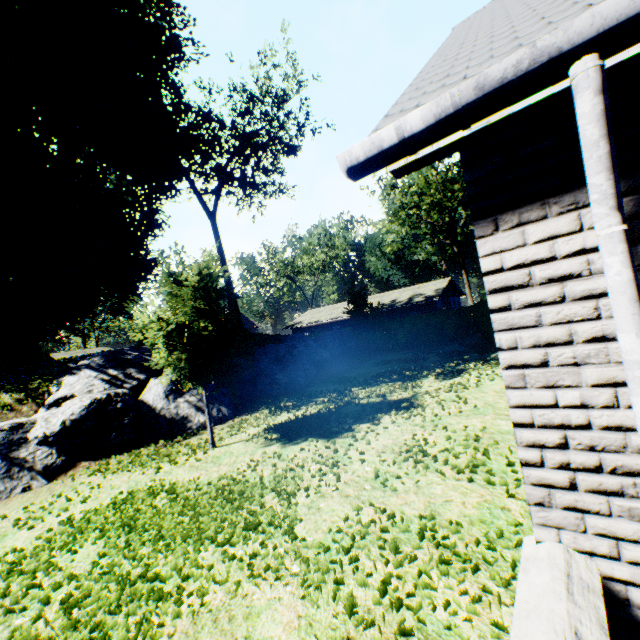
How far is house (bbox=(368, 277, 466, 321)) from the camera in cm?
3328

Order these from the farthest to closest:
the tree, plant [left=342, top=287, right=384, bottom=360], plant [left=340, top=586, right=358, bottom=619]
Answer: the tree
plant [left=342, top=287, right=384, bottom=360]
plant [left=340, top=586, right=358, bottom=619]

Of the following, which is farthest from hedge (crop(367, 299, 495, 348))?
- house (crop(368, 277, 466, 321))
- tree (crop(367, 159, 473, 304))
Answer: tree (crop(367, 159, 473, 304))

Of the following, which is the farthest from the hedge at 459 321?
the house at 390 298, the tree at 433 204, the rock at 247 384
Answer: the tree at 433 204

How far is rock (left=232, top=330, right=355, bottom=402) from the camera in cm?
1344

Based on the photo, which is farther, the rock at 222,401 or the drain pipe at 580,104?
the rock at 222,401

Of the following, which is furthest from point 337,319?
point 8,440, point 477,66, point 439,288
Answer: point 477,66

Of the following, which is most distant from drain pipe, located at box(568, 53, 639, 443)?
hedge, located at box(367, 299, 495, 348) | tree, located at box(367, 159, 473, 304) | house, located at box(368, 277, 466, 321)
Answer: tree, located at box(367, 159, 473, 304)
